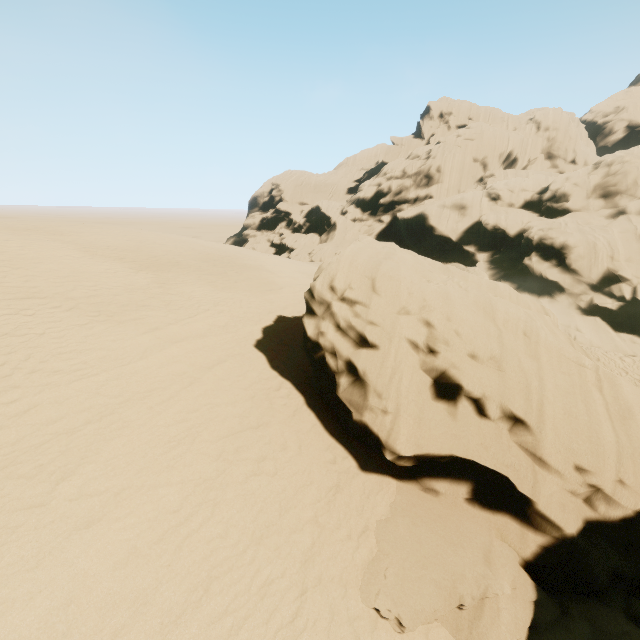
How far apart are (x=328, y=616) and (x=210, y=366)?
6.1 meters
